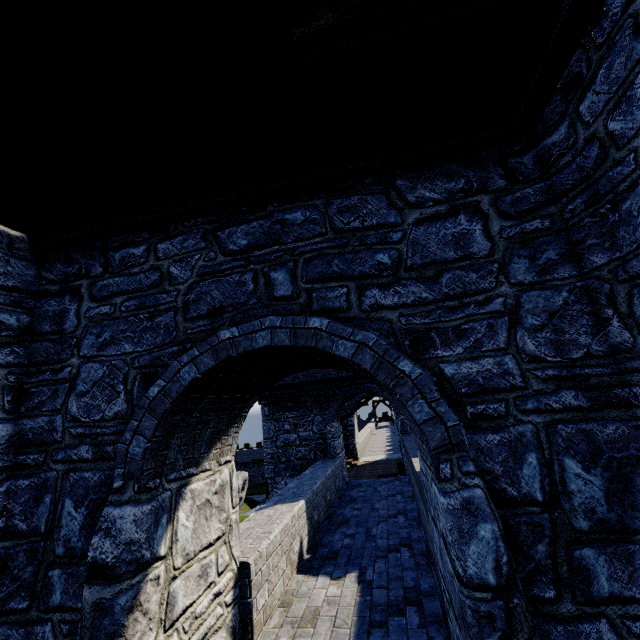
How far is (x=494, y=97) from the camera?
2.87m
